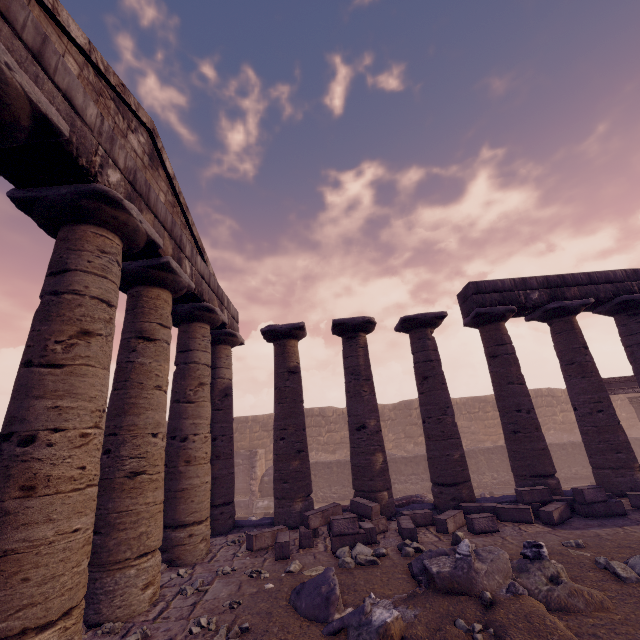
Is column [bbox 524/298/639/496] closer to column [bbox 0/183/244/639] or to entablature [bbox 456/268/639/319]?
entablature [bbox 456/268/639/319]

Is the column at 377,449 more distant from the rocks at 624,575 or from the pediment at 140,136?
the rocks at 624,575

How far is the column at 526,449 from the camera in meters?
8.6 m

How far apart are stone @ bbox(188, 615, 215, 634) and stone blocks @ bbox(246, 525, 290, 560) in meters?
2.1

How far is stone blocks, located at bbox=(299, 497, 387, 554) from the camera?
6.2m

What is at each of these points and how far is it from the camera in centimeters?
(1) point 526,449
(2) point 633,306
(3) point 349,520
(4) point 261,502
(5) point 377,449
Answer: (1) column, 884cm
(2) column, 1013cm
(3) stone blocks, 634cm
(4) building debris, 1595cm
(5) column, 877cm

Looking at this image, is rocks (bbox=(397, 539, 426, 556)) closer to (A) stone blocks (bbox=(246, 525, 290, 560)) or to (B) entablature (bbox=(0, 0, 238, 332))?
(A) stone blocks (bbox=(246, 525, 290, 560))

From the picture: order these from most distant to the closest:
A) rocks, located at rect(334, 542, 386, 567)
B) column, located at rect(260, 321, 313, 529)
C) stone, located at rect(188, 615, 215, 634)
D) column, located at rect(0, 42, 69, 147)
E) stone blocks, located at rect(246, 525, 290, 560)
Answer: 1. column, located at rect(260, 321, 313, 529)
2. stone blocks, located at rect(246, 525, 290, 560)
3. rocks, located at rect(334, 542, 386, 567)
4. stone, located at rect(188, 615, 215, 634)
5. column, located at rect(0, 42, 69, 147)
